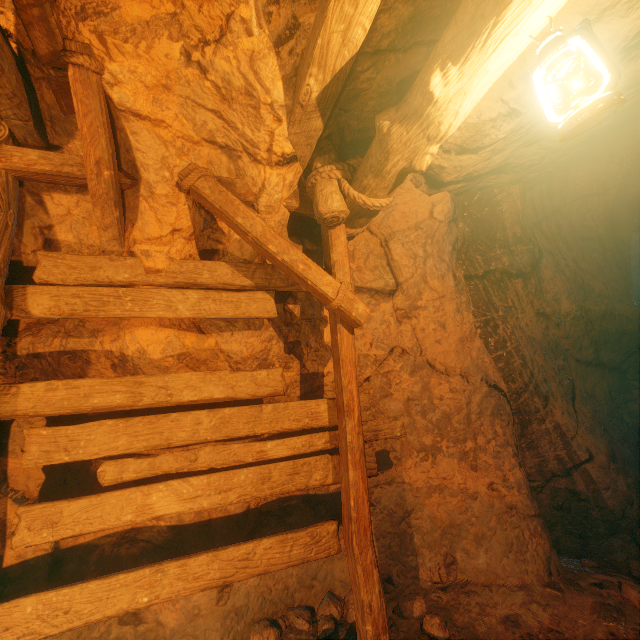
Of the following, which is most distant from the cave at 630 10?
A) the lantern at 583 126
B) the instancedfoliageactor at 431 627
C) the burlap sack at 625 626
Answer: the instancedfoliageactor at 431 627

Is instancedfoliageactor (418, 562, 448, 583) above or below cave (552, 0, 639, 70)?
below

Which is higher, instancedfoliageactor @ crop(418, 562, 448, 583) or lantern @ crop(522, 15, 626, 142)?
lantern @ crop(522, 15, 626, 142)

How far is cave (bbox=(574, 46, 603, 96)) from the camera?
2.3m

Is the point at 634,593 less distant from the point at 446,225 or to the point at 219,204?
the point at 446,225

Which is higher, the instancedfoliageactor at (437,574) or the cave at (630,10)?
the cave at (630,10)

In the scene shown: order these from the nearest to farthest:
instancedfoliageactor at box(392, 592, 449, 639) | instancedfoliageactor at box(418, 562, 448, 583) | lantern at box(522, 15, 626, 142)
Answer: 1. lantern at box(522, 15, 626, 142)
2. instancedfoliageactor at box(392, 592, 449, 639)
3. instancedfoliageactor at box(418, 562, 448, 583)

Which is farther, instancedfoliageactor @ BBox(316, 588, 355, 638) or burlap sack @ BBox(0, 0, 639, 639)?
instancedfoliageactor @ BBox(316, 588, 355, 638)
